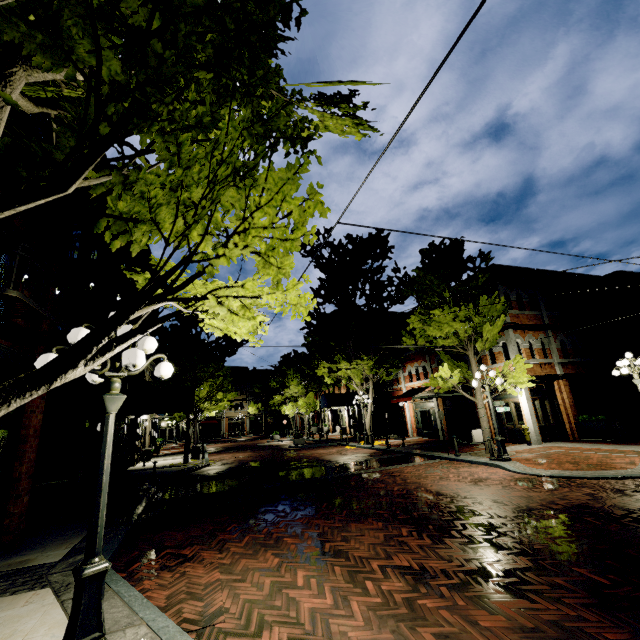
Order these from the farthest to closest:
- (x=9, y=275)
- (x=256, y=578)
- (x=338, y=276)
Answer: (x=338, y=276)
(x=9, y=275)
(x=256, y=578)

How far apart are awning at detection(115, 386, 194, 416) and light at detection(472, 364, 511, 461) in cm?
1305

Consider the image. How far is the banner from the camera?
18.58m

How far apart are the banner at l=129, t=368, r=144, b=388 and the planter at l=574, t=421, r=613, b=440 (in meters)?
23.62

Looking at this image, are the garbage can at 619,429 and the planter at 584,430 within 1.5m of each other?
yes

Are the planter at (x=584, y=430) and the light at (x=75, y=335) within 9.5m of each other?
no

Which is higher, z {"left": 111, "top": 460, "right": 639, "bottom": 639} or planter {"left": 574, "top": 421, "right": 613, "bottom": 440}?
planter {"left": 574, "top": 421, "right": 613, "bottom": 440}

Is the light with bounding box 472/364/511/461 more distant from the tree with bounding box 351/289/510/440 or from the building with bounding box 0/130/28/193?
the building with bounding box 0/130/28/193
